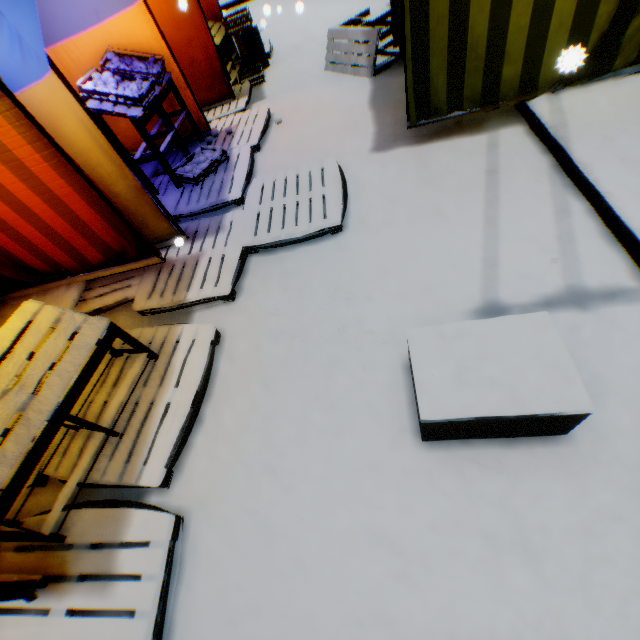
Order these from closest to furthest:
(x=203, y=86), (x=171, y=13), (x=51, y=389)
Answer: (x=51, y=389), (x=171, y=13), (x=203, y=86)

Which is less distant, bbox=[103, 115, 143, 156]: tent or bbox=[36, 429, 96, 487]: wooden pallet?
bbox=[36, 429, 96, 487]: wooden pallet

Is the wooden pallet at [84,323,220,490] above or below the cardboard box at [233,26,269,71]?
below

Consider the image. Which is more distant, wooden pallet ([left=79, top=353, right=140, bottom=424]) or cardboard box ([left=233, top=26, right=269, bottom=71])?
cardboard box ([left=233, top=26, right=269, bottom=71])

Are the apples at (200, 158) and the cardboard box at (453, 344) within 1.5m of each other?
no

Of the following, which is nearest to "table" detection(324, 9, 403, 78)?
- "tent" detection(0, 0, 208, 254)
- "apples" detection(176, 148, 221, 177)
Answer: "tent" detection(0, 0, 208, 254)

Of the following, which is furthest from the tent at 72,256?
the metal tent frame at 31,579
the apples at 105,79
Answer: the apples at 105,79

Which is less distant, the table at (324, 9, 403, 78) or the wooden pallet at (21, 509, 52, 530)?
the wooden pallet at (21, 509, 52, 530)
